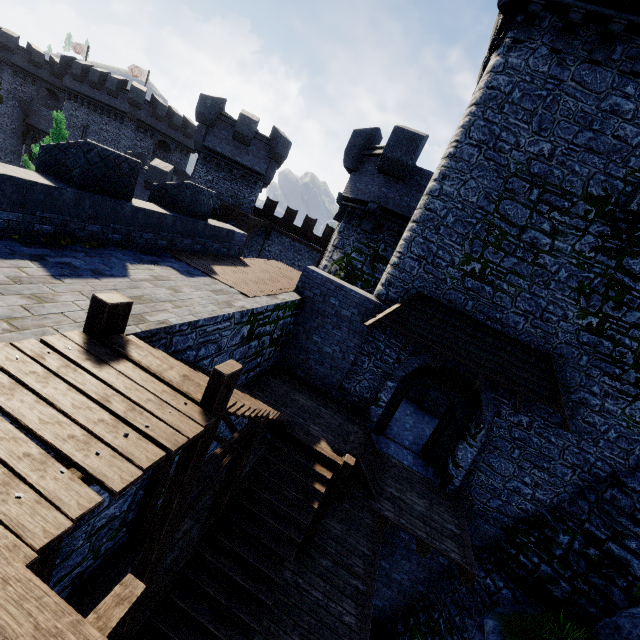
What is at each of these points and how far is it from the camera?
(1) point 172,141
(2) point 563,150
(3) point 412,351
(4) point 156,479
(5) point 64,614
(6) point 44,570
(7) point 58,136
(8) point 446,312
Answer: (1) building, 39.8m
(2) building tower, 8.9m
(3) building tower, 10.7m
(4) stairs, 6.9m
(5) wooden beam, 1.4m
(6) stairs, 4.9m
(7) tree, 22.2m
(8) awning, 10.2m

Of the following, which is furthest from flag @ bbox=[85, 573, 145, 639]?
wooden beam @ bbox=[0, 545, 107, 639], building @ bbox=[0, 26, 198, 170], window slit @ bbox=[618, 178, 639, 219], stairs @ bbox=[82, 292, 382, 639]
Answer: building @ bbox=[0, 26, 198, 170]

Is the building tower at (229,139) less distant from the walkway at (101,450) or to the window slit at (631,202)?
the window slit at (631,202)

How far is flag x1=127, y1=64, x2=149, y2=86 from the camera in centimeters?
4316cm

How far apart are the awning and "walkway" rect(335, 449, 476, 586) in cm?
364

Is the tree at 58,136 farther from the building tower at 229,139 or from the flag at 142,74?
the flag at 142,74

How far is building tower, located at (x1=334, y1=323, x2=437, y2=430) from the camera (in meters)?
10.72

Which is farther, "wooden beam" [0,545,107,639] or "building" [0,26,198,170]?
"building" [0,26,198,170]
